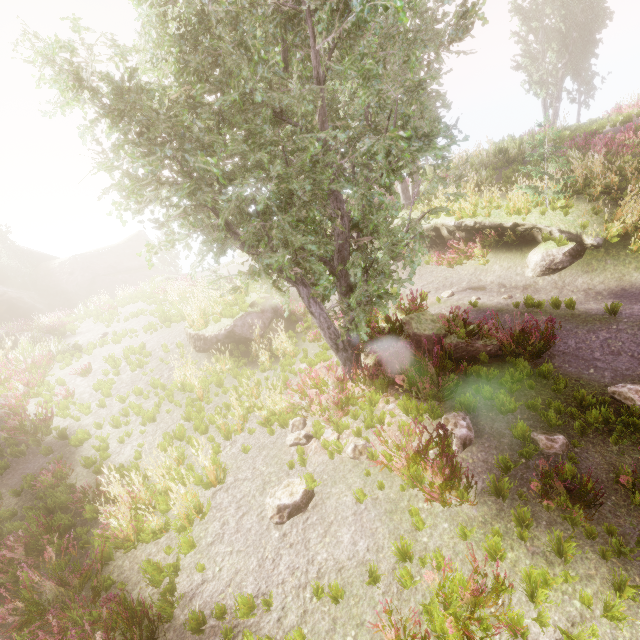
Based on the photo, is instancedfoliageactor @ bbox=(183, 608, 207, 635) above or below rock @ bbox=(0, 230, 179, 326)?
below

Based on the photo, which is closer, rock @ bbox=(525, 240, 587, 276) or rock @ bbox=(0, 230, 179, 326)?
rock @ bbox=(525, 240, 587, 276)

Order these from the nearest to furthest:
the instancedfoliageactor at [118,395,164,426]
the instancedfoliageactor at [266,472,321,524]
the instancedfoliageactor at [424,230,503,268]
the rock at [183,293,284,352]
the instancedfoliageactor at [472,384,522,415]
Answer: the instancedfoliageactor at [266,472,321,524], the instancedfoliageactor at [472,384,522,415], the instancedfoliageactor at [118,395,164,426], the rock at [183,293,284,352], the instancedfoliageactor at [424,230,503,268]

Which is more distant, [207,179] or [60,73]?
[207,179]

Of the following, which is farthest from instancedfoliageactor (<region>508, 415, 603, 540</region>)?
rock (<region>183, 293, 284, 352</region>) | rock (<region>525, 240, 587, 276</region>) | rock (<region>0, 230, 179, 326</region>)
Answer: rock (<region>525, 240, 587, 276</region>)

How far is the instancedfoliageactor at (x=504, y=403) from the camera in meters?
6.3 m

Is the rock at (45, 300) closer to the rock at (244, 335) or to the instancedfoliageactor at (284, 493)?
the instancedfoliageactor at (284, 493)

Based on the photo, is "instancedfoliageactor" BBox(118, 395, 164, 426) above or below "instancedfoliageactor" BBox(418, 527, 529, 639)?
above
